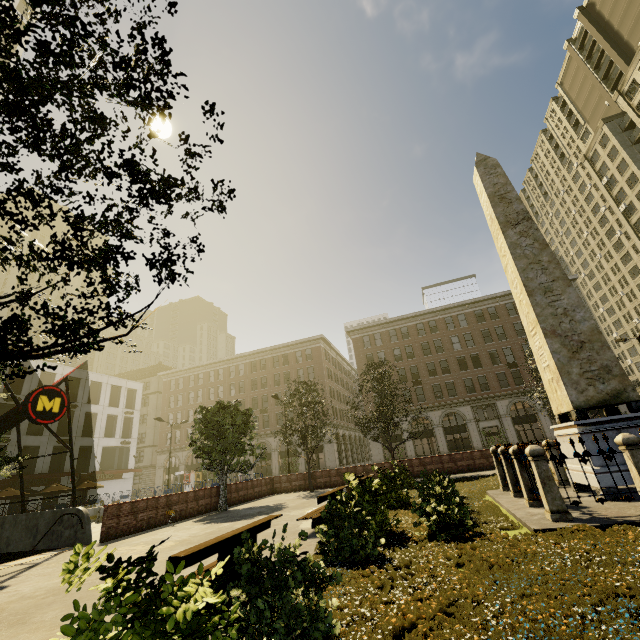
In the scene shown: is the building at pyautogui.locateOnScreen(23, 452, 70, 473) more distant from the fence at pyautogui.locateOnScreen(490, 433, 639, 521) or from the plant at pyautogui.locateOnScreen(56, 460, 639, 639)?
the fence at pyautogui.locateOnScreen(490, 433, 639, 521)

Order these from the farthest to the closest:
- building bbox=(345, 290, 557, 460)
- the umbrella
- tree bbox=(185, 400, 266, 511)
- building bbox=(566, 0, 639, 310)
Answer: building bbox=(566, 0, 639, 310) → building bbox=(345, 290, 557, 460) → the umbrella → tree bbox=(185, 400, 266, 511)

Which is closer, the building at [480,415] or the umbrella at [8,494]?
the umbrella at [8,494]

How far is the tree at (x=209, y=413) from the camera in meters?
17.6

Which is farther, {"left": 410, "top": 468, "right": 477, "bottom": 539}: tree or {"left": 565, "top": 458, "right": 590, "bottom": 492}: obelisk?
{"left": 565, "top": 458, "right": 590, "bottom": 492}: obelisk

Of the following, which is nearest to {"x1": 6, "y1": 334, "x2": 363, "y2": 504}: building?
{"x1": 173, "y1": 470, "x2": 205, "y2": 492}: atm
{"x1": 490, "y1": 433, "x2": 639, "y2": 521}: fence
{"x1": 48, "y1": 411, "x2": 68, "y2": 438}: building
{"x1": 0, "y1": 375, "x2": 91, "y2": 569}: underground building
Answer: {"x1": 173, "y1": 470, "x2": 205, "y2": 492}: atm

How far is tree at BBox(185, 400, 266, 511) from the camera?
17.56m

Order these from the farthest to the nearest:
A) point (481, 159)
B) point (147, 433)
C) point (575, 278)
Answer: point (147, 433)
point (575, 278)
point (481, 159)
